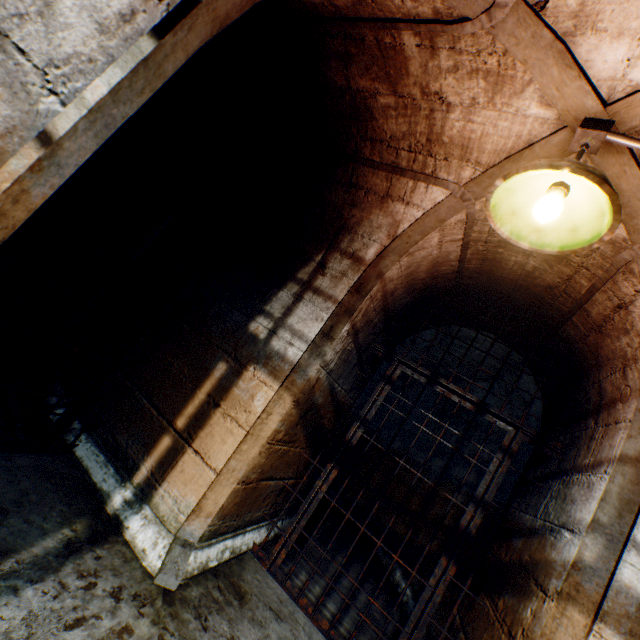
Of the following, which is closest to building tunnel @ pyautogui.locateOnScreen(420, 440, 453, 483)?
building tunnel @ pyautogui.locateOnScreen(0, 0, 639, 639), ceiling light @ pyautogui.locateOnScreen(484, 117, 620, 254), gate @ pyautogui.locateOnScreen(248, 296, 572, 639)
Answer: building tunnel @ pyautogui.locateOnScreen(0, 0, 639, 639)

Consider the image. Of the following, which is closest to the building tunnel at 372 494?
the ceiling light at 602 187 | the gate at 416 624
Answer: the gate at 416 624

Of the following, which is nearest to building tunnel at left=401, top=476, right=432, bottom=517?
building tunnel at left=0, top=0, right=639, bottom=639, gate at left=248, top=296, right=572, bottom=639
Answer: building tunnel at left=0, top=0, right=639, bottom=639

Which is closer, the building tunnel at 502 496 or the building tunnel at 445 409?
the building tunnel at 502 496

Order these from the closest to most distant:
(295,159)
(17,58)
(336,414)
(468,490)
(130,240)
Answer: (17,58), (295,159), (336,414), (468,490), (130,240)

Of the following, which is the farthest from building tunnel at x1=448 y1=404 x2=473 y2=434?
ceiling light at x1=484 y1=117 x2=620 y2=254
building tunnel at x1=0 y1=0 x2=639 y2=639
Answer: ceiling light at x1=484 y1=117 x2=620 y2=254

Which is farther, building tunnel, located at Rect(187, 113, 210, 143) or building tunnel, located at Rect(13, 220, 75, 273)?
building tunnel, located at Rect(13, 220, 75, 273)

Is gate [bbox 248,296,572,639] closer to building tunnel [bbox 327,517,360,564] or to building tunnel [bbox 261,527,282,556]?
building tunnel [bbox 261,527,282,556]
